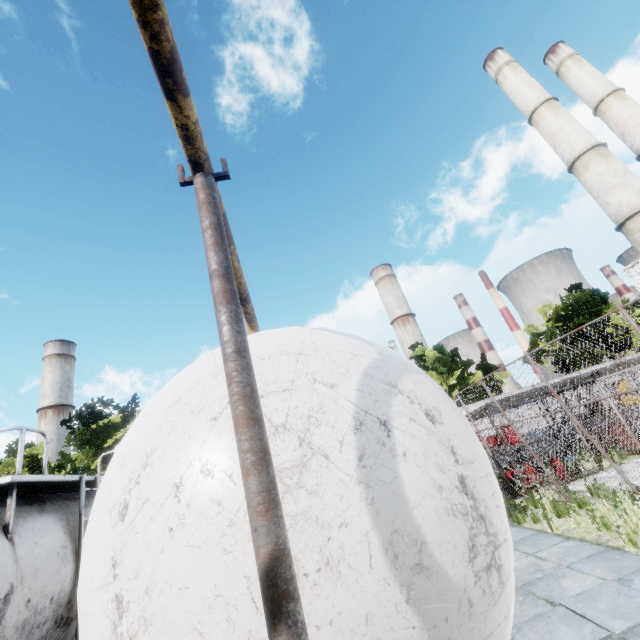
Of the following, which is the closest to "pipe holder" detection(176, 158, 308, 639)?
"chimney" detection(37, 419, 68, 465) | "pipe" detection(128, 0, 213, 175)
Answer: "pipe" detection(128, 0, 213, 175)

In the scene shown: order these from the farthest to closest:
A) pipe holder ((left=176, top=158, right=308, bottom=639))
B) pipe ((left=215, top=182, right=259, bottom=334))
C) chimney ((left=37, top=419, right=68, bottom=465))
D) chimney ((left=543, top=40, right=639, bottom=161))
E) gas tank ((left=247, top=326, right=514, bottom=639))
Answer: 1. chimney ((left=37, top=419, right=68, bottom=465))
2. chimney ((left=543, top=40, right=639, bottom=161))
3. pipe ((left=215, top=182, right=259, bottom=334))
4. gas tank ((left=247, top=326, right=514, bottom=639))
5. pipe holder ((left=176, top=158, right=308, bottom=639))

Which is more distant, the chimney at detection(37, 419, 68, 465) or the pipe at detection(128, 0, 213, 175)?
the chimney at detection(37, 419, 68, 465)

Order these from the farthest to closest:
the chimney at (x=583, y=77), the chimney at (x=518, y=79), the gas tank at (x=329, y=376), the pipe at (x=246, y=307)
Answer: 1. the chimney at (x=583, y=77)
2. the chimney at (x=518, y=79)
3. the pipe at (x=246, y=307)
4. the gas tank at (x=329, y=376)

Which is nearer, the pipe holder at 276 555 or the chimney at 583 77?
the pipe holder at 276 555

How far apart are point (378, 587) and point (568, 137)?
34.49m

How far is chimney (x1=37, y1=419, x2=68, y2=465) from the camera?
57.7m
